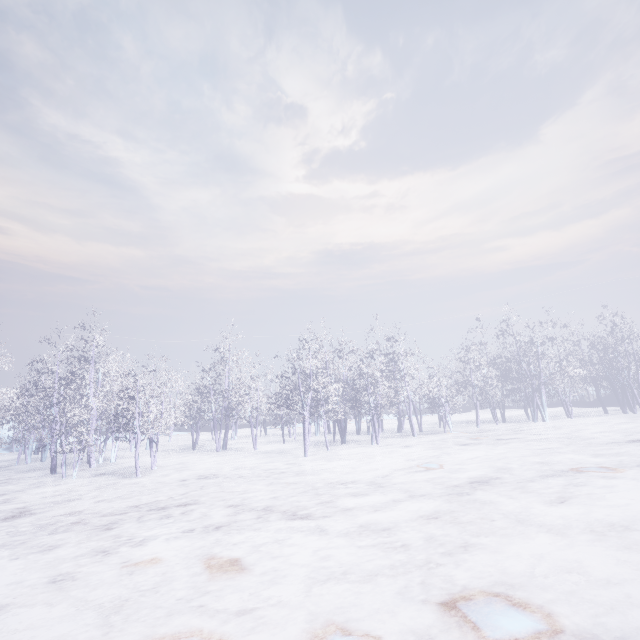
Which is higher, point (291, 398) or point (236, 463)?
point (291, 398)
